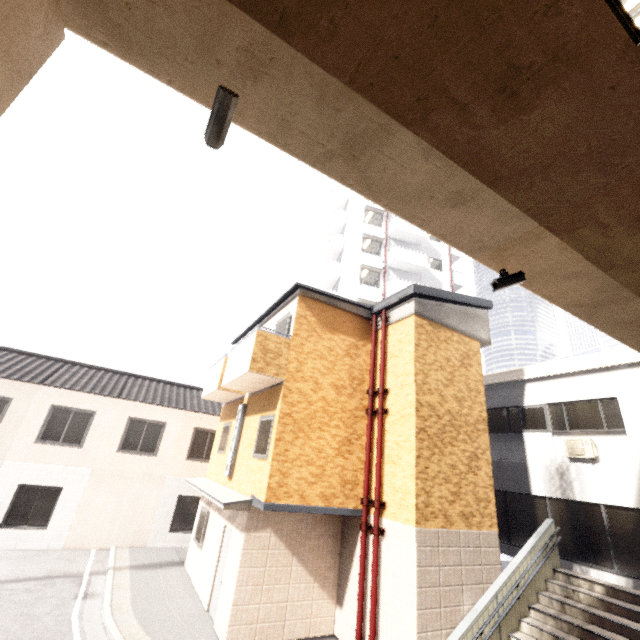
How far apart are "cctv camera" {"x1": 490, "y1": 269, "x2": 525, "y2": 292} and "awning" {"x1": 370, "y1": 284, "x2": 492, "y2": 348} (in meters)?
4.83

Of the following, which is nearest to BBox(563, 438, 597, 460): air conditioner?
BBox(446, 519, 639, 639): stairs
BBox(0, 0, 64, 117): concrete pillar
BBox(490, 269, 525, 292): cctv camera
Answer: BBox(446, 519, 639, 639): stairs

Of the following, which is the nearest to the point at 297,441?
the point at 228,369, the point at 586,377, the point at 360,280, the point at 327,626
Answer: the point at 228,369

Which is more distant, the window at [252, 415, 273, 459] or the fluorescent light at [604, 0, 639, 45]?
the window at [252, 415, 273, 459]

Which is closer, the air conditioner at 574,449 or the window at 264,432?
the window at 264,432

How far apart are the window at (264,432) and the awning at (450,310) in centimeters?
442cm

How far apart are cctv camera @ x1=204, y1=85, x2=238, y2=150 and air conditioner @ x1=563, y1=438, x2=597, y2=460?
12.8 meters

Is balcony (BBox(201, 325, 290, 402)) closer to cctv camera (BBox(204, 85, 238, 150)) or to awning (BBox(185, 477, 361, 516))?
awning (BBox(185, 477, 361, 516))
